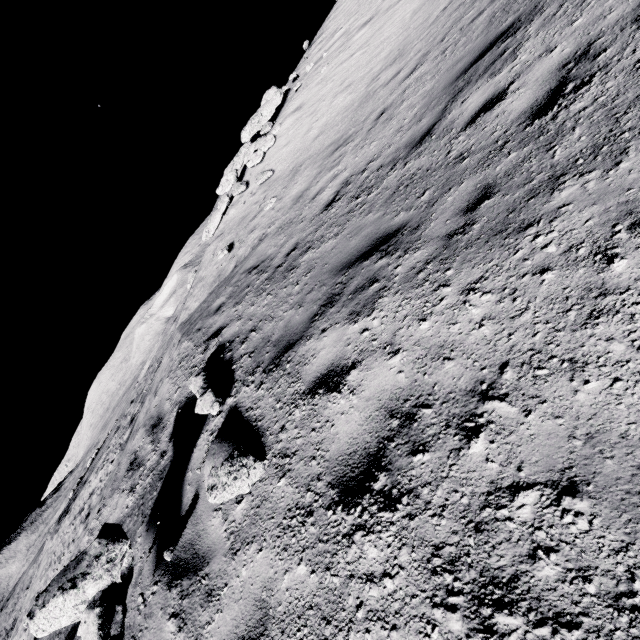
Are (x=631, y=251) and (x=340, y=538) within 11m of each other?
yes

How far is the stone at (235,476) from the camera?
3.17m

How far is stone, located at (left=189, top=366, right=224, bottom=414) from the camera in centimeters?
442cm

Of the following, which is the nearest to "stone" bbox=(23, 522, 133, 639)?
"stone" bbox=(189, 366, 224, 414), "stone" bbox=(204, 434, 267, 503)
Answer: A: "stone" bbox=(204, 434, 267, 503)

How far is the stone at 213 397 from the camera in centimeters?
442cm

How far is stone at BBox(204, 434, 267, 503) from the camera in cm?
317

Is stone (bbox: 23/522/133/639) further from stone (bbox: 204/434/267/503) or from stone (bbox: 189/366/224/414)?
stone (bbox: 189/366/224/414)
